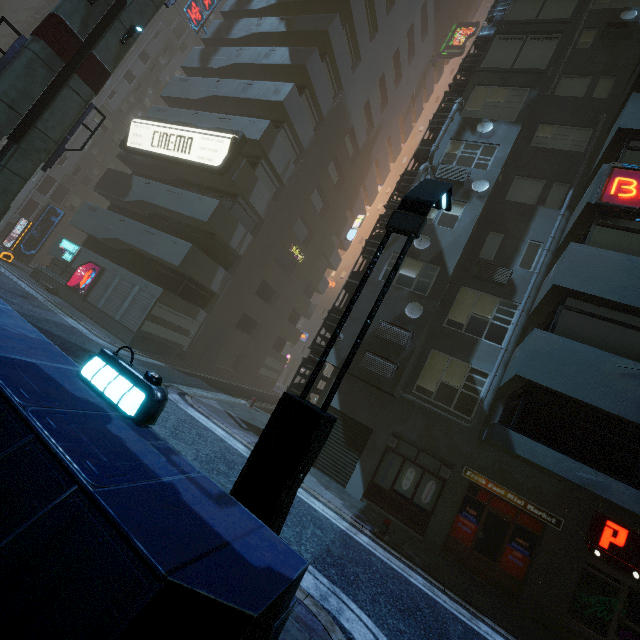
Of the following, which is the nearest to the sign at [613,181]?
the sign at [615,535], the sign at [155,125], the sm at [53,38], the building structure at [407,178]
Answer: the building structure at [407,178]

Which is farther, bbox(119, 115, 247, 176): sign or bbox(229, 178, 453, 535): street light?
bbox(119, 115, 247, 176): sign

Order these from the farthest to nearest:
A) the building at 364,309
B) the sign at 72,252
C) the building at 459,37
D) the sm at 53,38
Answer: the building at 459,37
the sign at 72,252
the building at 364,309
the sm at 53,38

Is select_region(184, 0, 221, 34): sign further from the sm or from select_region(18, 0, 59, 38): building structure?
select_region(18, 0, 59, 38): building structure

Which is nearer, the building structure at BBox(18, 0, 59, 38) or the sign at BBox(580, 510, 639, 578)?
the sign at BBox(580, 510, 639, 578)

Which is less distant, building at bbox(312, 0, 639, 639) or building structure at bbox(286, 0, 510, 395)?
building at bbox(312, 0, 639, 639)

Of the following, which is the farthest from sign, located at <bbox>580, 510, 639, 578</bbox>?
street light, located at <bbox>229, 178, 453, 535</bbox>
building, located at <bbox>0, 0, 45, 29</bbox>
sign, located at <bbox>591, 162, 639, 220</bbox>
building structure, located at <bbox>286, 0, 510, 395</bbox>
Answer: street light, located at <bbox>229, 178, 453, 535</bbox>

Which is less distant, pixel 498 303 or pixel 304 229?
pixel 498 303
